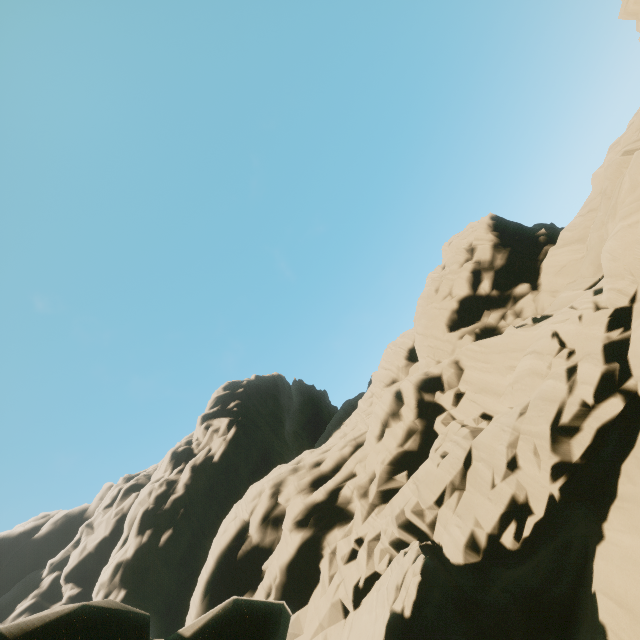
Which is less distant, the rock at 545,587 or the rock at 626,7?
the rock at 545,587

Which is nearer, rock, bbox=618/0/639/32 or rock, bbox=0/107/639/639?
rock, bbox=0/107/639/639

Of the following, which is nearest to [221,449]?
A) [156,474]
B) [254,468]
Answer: [254,468]
